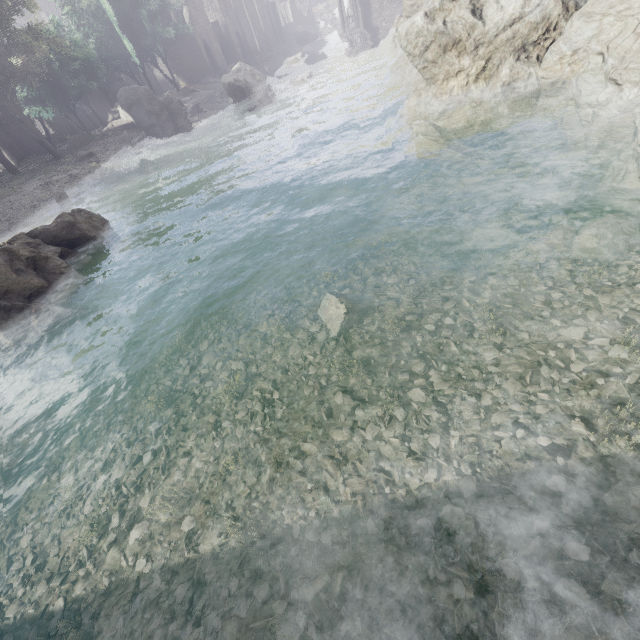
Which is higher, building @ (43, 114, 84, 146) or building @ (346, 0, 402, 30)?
building @ (43, 114, 84, 146)

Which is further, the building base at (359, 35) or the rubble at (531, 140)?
the building base at (359, 35)

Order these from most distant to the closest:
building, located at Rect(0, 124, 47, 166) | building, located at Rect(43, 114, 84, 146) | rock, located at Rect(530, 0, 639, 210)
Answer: building, located at Rect(43, 114, 84, 146) → building, located at Rect(0, 124, 47, 166) → rock, located at Rect(530, 0, 639, 210)

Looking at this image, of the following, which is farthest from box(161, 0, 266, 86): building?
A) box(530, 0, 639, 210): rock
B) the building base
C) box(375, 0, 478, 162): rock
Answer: box(530, 0, 639, 210): rock

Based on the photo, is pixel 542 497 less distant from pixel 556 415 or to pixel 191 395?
pixel 556 415

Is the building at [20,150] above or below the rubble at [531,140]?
above

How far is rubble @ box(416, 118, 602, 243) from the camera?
6.5 meters
